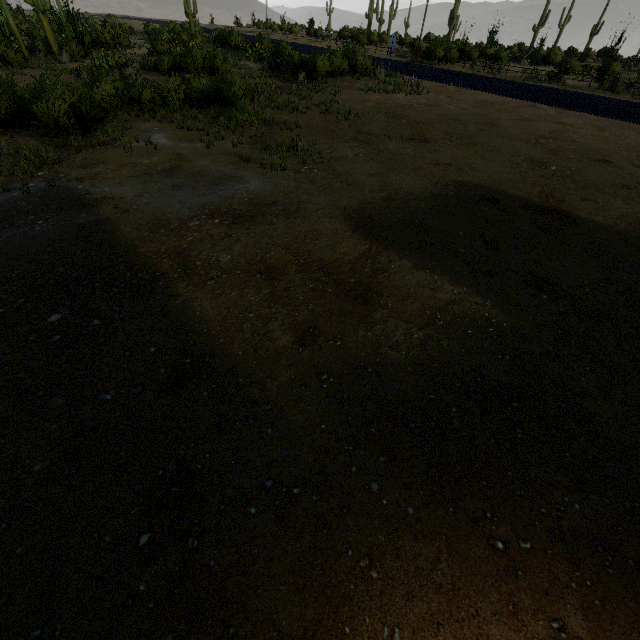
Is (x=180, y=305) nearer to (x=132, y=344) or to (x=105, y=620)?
(x=132, y=344)
